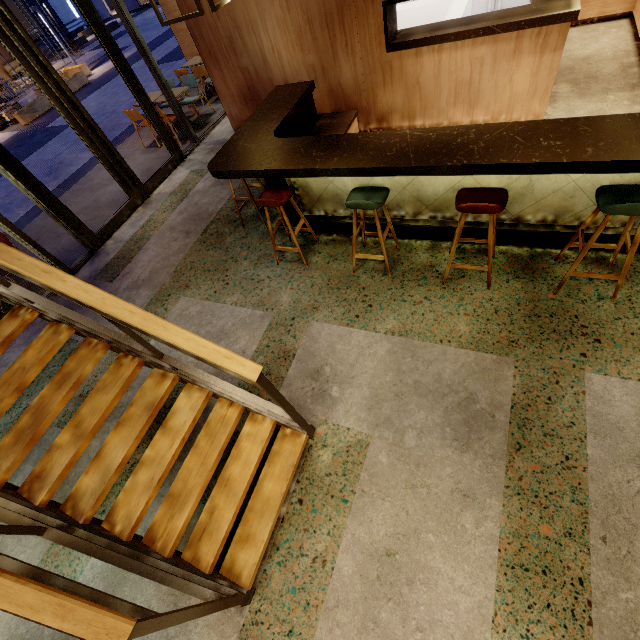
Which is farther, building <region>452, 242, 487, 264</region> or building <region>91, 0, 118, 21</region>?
building <region>91, 0, 118, 21</region>

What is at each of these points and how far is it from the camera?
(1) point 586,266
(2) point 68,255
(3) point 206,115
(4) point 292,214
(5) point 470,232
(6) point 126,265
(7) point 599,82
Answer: (1) building, 3.13m
(2) building, 5.86m
(3) building, 8.18m
(4) bar counter, 4.33m
(5) bar counter, 3.56m
(6) building, 5.19m
(7) building, 4.77m

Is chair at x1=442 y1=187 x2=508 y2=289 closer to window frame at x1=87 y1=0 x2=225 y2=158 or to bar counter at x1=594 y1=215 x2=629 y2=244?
bar counter at x1=594 y1=215 x2=629 y2=244

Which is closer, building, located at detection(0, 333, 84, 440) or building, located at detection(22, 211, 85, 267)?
building, located at detection(0, 333, 84, 440)

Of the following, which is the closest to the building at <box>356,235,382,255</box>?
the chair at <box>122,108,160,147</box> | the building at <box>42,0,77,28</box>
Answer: the chair at <box>122,108,160,147</box>

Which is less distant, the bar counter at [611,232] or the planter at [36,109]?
the bar counter at [611,232]

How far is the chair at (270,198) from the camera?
3.5m

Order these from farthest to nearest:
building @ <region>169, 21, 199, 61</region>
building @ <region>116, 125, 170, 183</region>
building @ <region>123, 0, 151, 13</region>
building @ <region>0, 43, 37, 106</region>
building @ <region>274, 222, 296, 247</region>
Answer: building @ <region>123, 0, 151, 13</region> → building @ <region>0, 43, 37, 106</region> → building @ <region>169, 21, 199, 61</region> → building @ <region>116, 125, 170, 183</region> → building @ <region>274, 222, 296, 247</region>
